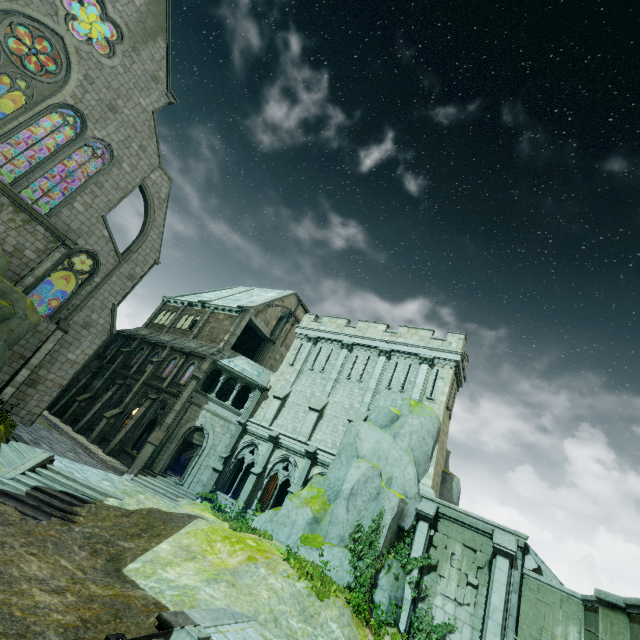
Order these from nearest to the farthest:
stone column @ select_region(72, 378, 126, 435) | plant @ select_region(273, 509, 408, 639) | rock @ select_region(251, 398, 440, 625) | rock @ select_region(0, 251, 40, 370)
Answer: plant @ select_region(273, 509, 408, 639) → rock @ select_region(251, 398, 440, 625) → rock @ select_region(0, 251, 40, 370) → stone column @ select_region(72, 378, 126, 435)

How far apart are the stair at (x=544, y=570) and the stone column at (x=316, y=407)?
13.0 meters

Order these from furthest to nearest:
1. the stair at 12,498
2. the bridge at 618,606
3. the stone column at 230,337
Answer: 1. the stone column at 230,337
2. the stair at 12,498
3. the bridge at 618,606

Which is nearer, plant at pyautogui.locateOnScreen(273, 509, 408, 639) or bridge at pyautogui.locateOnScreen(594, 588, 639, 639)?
bridge at pyautogui.locateOnScreen(594, 588, 639, 639)

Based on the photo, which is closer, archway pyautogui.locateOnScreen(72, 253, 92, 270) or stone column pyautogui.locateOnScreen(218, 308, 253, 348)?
archway pyautogui.locateOnScreen(72, 253, 92, 270)

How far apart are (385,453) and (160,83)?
31.55m

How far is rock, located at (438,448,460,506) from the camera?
20.2 meters

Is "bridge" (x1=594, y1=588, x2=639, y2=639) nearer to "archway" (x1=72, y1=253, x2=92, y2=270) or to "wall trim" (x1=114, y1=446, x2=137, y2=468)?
"wall trim" (x1=114, y1=446, x2=137, y2=468)
